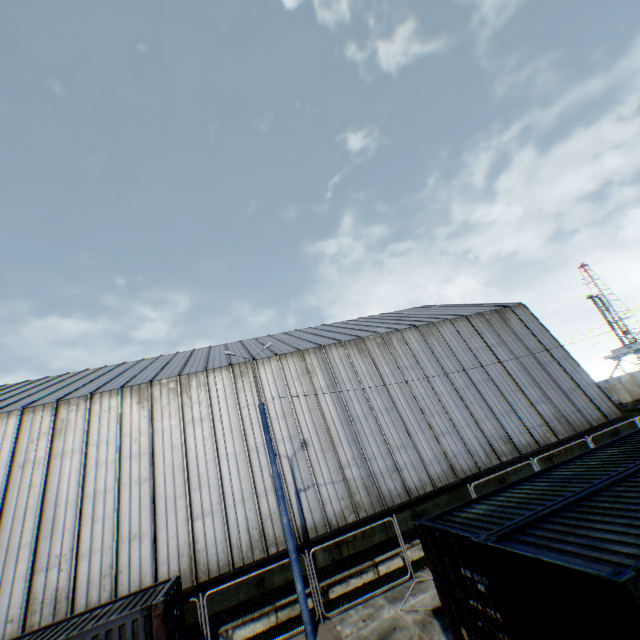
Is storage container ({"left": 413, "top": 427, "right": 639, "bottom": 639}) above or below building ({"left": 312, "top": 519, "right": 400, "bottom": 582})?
above

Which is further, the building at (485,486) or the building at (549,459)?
the building at (549,459)

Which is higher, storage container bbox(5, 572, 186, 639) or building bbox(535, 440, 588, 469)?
storage container bbox(5, 572, 186, 639)

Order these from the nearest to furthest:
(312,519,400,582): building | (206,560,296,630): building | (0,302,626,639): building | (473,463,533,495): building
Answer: (206,560,296,630): building < (0,302,626,639): building < (312,519,400,582): building < (473,463,533,495): building

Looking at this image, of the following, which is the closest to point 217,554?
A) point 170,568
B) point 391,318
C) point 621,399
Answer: point 170,568

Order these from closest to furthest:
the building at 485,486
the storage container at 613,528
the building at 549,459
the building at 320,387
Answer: the storage container at 613,528 < the building at 320,387 < the building at 485,486 < the building at 549,459

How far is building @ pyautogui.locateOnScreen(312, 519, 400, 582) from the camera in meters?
13.9 m
